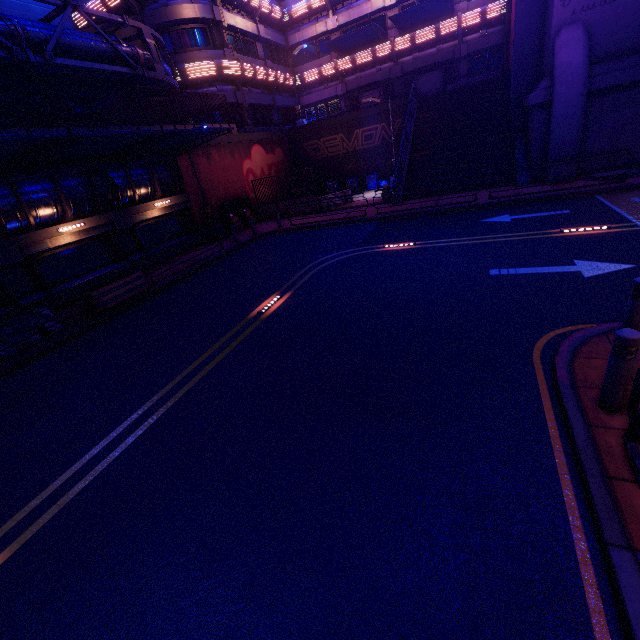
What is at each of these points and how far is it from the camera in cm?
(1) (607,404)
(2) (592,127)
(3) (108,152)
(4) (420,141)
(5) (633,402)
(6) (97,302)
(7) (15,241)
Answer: (1) post, 385
(2) wall arch, 1474
(3) awning, 1445
(4) stair, 2164
(5) railing, 330
(6) plant holder, 1155
(7) beam, 1209

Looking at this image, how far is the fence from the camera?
22.2 meters

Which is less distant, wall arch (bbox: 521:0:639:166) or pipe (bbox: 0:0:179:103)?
pipe (bbox: 0:0:179:103)

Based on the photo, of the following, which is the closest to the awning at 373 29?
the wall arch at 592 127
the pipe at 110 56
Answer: the wall arch at 592 127

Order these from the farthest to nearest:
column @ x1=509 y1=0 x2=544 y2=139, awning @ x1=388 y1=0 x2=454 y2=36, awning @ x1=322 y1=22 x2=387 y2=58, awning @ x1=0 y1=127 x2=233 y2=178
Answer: awning @ x1=322 y1=22 x2=387 y2=58, awning @ x1=388 y1=0 x2=454 y2=36, column @ x1=509 y1=0 x2=544 y2=139, awning @ x1=0 y1=127 x2=233 y2=178

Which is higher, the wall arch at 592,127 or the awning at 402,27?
the awning at 402,27

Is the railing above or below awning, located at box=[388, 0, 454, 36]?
below

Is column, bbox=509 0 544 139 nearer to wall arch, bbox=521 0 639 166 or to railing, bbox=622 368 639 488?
wall arch, bbox=521 0 639 166
